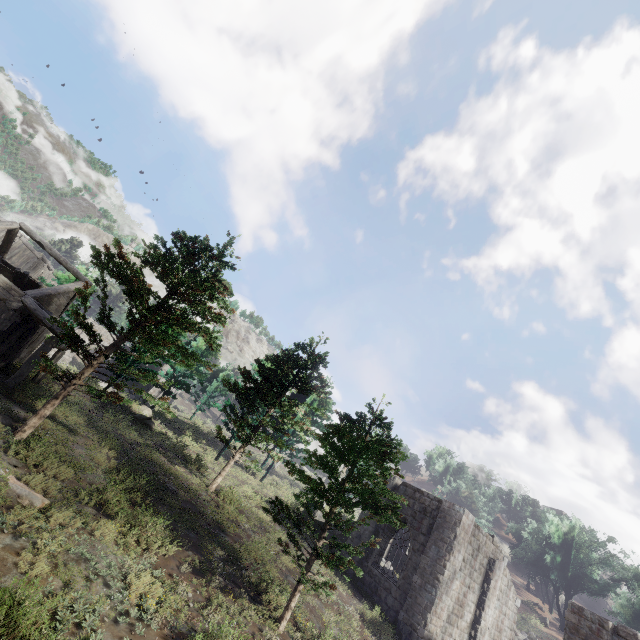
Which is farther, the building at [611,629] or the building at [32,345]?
the building at [32,345]

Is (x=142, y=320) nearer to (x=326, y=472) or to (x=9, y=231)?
(x=326, y=472)

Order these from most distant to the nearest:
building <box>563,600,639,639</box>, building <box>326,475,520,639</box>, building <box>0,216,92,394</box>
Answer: building <box>326,475,520,639</box> < building <box>0,216,92,394</box> < building <box>563,600,639,639</box>

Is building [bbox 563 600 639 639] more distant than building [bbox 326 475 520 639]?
No

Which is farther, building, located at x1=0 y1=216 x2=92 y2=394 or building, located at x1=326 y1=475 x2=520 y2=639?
building, located at x1=326 y1=475 x2=520 y2=639

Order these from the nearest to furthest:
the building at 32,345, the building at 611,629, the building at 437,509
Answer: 1. the building at 611,629
2. the building at 32,345
3. the building at 437,509
